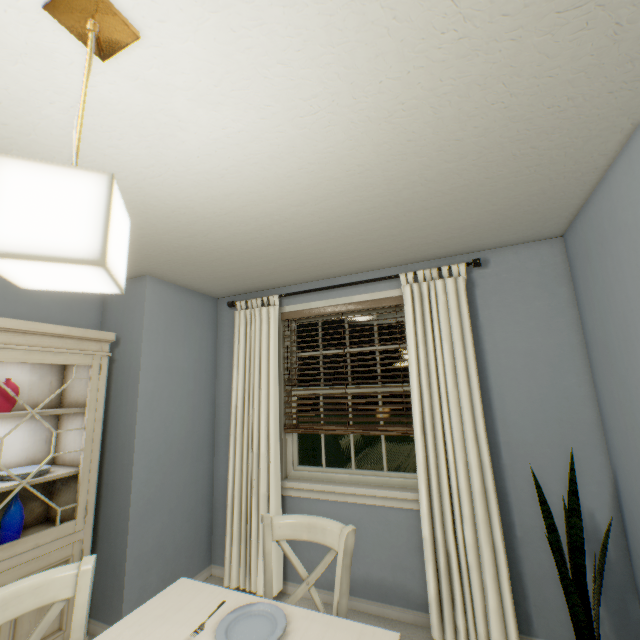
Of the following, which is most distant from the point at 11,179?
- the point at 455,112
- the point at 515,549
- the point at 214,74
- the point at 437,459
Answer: the point at 515,549

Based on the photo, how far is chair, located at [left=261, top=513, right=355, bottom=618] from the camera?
1.31m

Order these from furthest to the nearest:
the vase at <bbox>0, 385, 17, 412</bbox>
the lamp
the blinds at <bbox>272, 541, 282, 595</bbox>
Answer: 1. the blinds at <bbox>272, 541, 282, 595</bbox>
2. the vase at <bbox>0, 385, 17, 412</bbox>
3. the lamp

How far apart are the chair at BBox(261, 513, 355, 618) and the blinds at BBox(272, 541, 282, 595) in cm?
86

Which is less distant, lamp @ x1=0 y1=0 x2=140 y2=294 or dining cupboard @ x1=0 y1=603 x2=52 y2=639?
lamp @ x1=0 y1=0 x2=140 y2=294

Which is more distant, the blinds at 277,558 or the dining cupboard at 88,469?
the blinds at 277,558

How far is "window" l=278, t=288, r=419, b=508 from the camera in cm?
234

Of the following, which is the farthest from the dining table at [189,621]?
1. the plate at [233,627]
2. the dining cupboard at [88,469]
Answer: the dining cupboard at [88,469]
